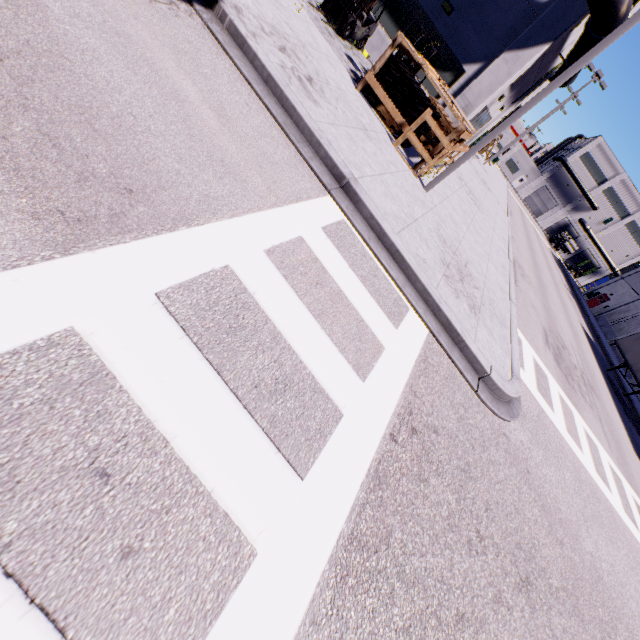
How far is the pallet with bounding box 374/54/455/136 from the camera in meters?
8.9 m

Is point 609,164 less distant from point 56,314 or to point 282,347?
point 282,347

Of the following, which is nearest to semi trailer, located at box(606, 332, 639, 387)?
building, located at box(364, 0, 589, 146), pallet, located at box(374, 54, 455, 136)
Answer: building, located at box(364, 0, 589, 146)

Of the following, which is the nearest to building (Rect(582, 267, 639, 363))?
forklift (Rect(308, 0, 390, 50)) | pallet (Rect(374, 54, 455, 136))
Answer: forklift (Rect(308, 0, 390, 50))

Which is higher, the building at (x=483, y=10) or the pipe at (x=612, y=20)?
the pipe at (x=612, y=20)

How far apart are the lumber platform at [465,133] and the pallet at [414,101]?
0.2 meters

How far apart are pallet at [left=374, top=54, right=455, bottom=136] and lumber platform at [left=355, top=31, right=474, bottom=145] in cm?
17
